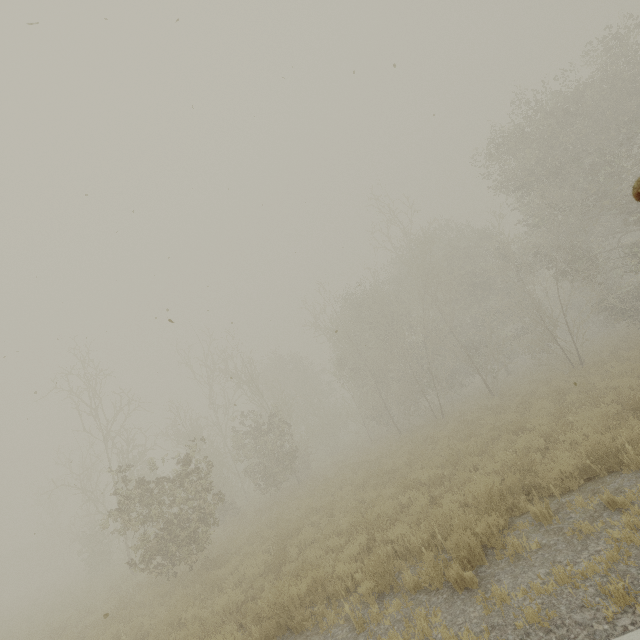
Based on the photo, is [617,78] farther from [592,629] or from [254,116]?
[592,629]
